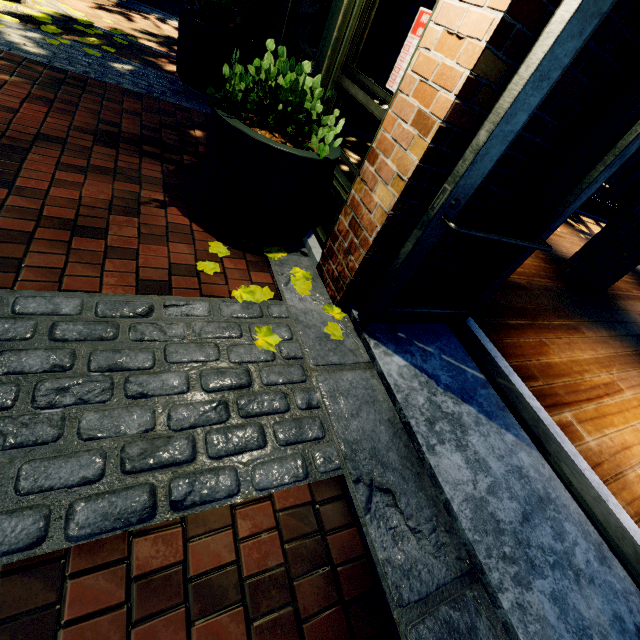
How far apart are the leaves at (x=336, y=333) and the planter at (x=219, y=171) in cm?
69

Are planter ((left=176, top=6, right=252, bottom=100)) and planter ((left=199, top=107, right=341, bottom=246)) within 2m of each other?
no

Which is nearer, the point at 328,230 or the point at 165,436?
the point at 165,436

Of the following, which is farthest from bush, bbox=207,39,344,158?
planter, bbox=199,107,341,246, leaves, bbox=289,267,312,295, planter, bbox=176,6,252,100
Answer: planter, bbox=176,6,252,100

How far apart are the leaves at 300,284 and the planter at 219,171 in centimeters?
29cm

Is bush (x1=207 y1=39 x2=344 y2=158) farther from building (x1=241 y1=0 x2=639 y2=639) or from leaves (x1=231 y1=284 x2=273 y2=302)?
leaves (x1=231 y1=284 x2=273 y2=302)

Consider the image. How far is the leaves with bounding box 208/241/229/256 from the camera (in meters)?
2.50

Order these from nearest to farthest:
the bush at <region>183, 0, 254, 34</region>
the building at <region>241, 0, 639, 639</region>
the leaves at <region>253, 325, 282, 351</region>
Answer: the building at <region>241, 0, 639, 639</region> < the leaves at <region>253, 325, 282, 351</region> < the bush at <region>183, 0, 254, 34</region>
